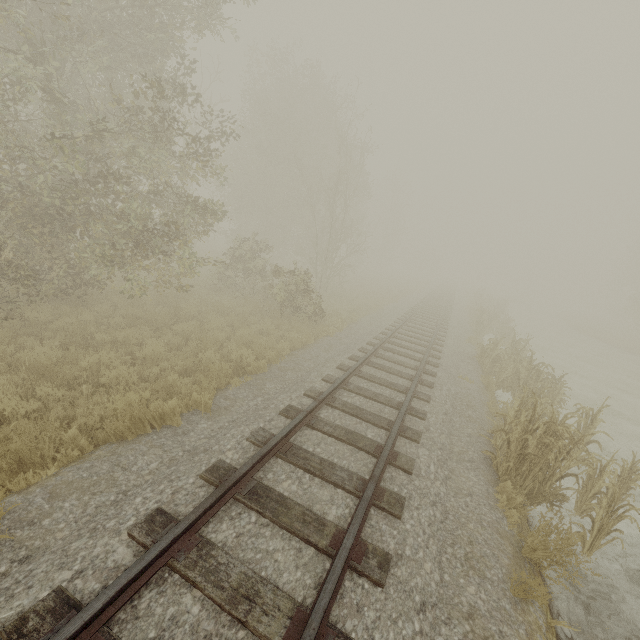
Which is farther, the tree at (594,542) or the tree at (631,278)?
the tree at (631,278)

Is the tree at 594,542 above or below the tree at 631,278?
below

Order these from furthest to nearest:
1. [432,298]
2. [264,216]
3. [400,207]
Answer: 1. [400,207]
2. [432,298]
3. [264,216]

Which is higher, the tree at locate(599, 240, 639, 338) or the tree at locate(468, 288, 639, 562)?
the tree at locate(599, 240, 639, 338)

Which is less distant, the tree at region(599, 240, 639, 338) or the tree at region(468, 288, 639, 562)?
the tree at region(468, 288, 639, 562)
